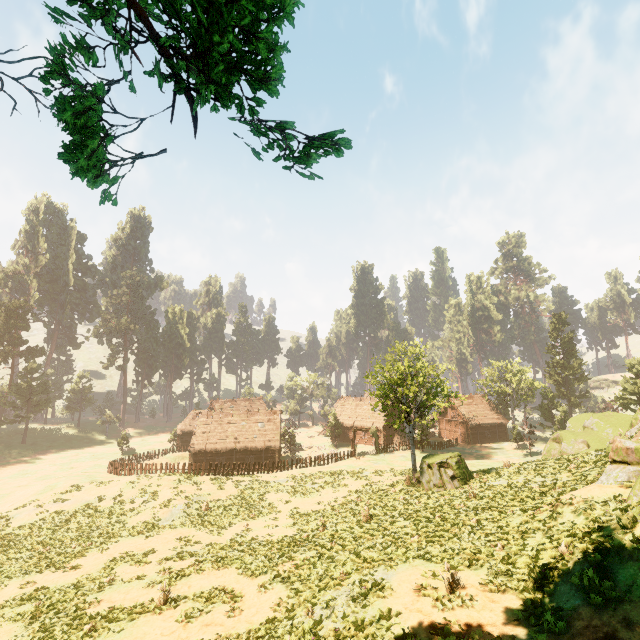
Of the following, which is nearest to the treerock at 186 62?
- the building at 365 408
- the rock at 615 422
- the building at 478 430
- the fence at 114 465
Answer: the building at 365 408

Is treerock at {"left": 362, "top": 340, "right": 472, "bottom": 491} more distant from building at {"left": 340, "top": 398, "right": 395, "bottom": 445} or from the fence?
the fence

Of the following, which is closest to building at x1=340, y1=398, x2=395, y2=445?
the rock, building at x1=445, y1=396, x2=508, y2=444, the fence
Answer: the fence

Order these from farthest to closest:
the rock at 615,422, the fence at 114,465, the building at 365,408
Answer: the building at 365,408
the fence at 114,465
the rock at 615,422

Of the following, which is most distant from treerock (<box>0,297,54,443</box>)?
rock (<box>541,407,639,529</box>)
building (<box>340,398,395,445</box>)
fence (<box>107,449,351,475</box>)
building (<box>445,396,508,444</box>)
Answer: fence (<box>107,449,351,475</box>)

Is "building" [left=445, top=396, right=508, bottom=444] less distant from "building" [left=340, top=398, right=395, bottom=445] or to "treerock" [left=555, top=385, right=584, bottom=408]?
"treerock" [left=555, top=385, right=584, bottom=408]

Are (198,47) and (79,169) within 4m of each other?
yes

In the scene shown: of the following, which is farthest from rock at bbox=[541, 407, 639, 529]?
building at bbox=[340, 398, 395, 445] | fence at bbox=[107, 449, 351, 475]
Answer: building at bbox=[340, 398, 395, 445]
